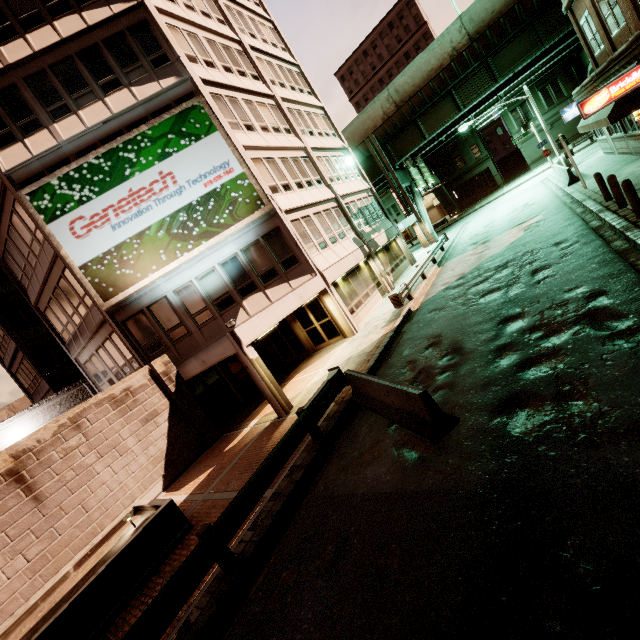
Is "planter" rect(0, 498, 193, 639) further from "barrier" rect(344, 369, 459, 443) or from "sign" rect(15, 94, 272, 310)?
"sign" rect(15, 94, 272, 310)

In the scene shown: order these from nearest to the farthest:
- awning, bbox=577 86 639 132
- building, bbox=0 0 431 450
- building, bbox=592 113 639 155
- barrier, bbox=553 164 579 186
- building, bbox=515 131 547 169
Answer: awning, bbox=577 86 639 132 → building, bbox=0 0 431 450 → building, bbox=592 113 639 155 → barrier, bbox=553 164 579 186 → building, bbox=515 131 547 169

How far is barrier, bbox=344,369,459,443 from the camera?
6.1m

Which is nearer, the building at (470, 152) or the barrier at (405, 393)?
the barrier at (405, 393)

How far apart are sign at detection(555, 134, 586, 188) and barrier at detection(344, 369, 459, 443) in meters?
16.4 m

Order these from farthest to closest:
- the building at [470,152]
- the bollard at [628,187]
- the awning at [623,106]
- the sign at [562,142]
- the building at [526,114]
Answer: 1. the building at [470,152]
2. the building at [526,114]
3. the sign at [562,142]
4. the awning at [623,106]
5. the bollard at [628,187]

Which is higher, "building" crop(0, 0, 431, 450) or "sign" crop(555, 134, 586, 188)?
"sign" crop(555, 134, 586, 188)

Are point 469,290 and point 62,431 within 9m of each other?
no
